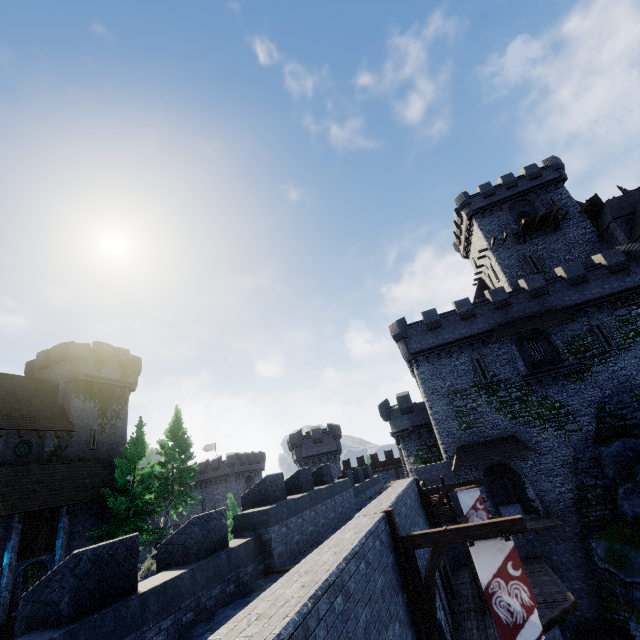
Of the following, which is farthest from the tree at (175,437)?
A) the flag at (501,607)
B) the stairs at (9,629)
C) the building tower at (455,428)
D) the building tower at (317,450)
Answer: the flag at (501,607)

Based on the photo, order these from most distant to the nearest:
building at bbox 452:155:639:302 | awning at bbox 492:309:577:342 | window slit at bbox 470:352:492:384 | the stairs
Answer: building at bbox 452:155:639:302, window slit at bbox 470:352:492:384, awning at bbox 492:309:577:342, the stairs

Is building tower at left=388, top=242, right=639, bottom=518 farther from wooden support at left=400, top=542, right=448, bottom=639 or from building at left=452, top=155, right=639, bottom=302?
wooden support at left=400, top=542, right=448, bottom=639

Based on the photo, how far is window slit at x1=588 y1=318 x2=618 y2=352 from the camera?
24.89m

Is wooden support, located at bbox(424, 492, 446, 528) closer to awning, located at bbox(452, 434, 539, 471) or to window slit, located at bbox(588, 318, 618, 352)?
awning, located at bbox(452, 434, 539, 471)

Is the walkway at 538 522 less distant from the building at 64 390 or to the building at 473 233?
the building at 473 233

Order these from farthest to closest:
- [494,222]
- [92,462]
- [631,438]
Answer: [494,222] → [92,462] → [631,438]

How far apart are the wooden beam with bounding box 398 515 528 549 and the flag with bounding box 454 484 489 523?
9.4m
